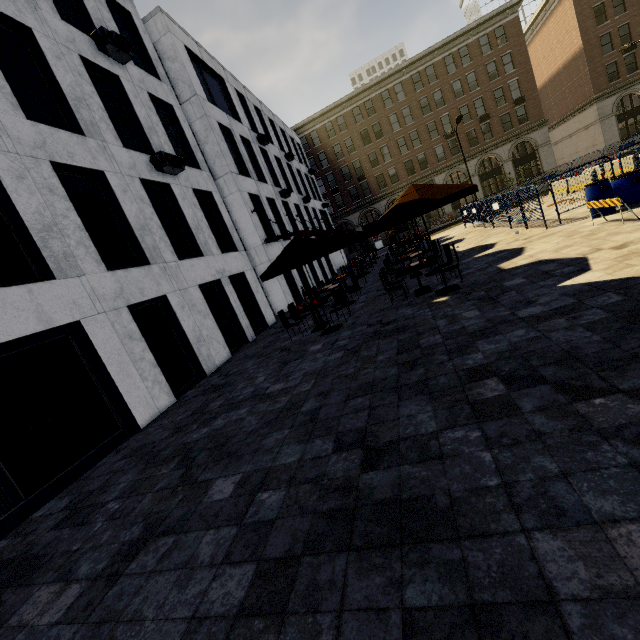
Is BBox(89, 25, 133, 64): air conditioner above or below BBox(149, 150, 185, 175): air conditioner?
above

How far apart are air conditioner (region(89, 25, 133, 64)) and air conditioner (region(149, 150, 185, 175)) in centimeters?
347cm

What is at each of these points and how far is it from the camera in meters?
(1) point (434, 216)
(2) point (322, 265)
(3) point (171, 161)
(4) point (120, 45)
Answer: (1) building, 56.7 m
(2) building, 28.7 m
(3) air conditioner, 11.2 m
(4) air conditioner, 10.8 m

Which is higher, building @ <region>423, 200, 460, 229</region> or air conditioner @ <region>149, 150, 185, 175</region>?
air conditioner @ <region>149, 150, 185, 175</region>

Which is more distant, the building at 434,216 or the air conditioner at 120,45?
the building at 434,216

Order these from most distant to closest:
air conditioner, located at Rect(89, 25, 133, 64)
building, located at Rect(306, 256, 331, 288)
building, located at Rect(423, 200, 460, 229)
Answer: building, located at Rect(423, 200, 460, 229), building, located at Rect(306, 256, 331, 288), air conditioner, located at Rect(89, 25, 133, 64)

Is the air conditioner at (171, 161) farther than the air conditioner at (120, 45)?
Yes

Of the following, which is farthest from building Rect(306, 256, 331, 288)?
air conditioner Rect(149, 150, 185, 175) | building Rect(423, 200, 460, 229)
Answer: building Rect(423, 200, 460, 229)
